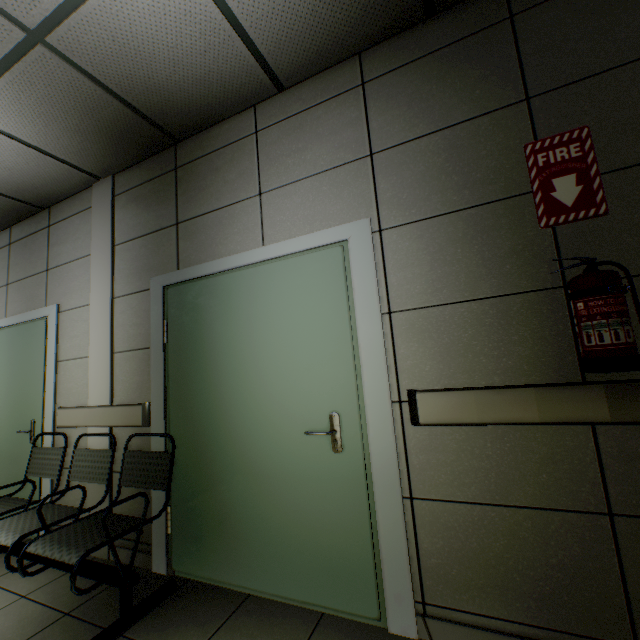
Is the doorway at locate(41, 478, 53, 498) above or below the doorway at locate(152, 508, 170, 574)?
above

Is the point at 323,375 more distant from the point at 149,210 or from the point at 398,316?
the point at 149,210

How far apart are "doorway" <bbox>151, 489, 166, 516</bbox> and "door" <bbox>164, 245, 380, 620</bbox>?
0.02m

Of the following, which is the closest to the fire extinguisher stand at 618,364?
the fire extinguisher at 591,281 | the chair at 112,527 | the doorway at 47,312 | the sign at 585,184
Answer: the fire extinguisher at 591,281

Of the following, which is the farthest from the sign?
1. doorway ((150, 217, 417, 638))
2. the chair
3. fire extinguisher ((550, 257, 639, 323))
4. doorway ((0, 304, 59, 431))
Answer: doorway ((0, 304, 59, 431))

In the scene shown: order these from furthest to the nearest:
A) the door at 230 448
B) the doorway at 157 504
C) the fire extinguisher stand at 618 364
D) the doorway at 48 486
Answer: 1. the doorway at 48 486
2. the doorway at 157 504
3. the door at 230 448
4. the fire extinguisher stand at 618 364

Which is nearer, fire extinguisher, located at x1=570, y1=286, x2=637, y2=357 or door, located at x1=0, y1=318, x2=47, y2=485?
fire extinguisher, located at x1=570, y1=286, x2=637, y2=357

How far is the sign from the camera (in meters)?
1.47
